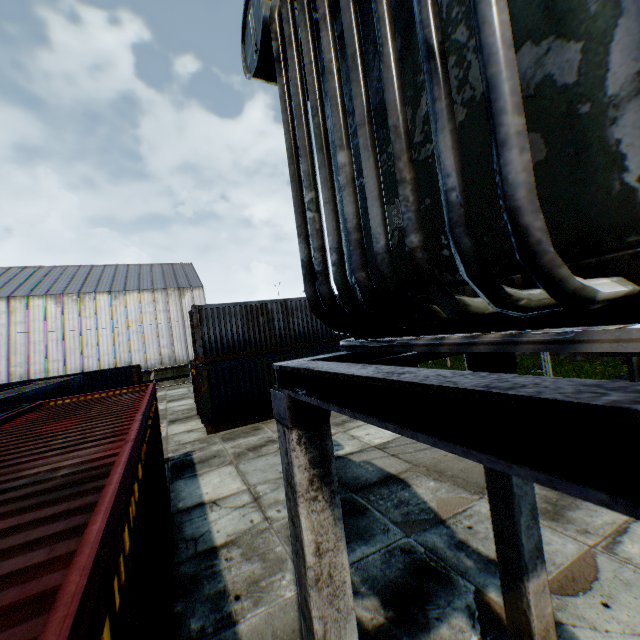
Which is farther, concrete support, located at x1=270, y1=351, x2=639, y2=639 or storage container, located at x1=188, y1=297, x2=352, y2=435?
storage container, located at x1=188, y1=297, x2=352, y2=435

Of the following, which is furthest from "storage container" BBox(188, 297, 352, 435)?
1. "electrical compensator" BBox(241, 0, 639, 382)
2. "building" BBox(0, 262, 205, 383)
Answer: "building" BBox(0, 262, 205, 383)

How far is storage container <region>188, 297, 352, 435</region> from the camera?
14.29m

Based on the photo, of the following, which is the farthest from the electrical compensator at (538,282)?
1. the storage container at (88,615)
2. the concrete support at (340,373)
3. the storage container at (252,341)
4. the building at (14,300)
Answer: the building at (14,300)

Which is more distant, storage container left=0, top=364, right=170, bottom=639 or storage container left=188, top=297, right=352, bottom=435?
storage container left=188, top=297, right=352, bottom=435

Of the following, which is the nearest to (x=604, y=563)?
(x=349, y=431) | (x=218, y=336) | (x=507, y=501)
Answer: (x=507, y=501)

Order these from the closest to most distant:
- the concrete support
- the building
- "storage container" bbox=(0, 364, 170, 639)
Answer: the concrete support, "storage container" bbox=(0, 364, 170, 639), the building
